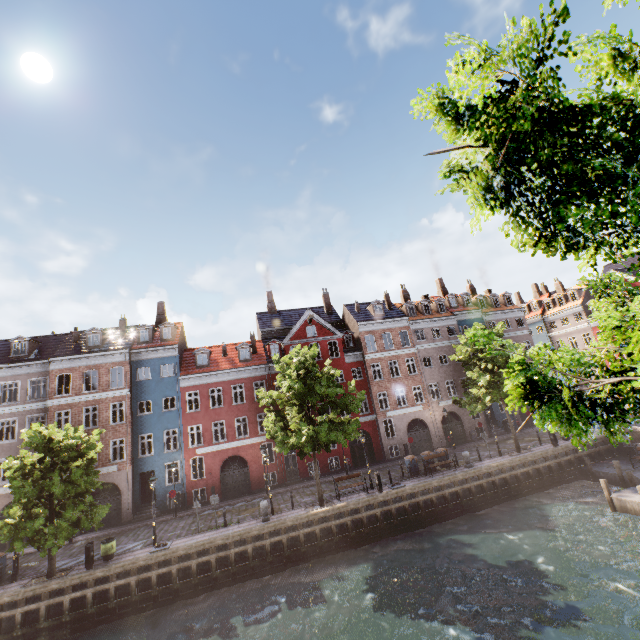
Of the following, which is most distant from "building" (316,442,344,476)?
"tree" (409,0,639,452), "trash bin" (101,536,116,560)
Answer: "trash bin" (101,536,116,560)

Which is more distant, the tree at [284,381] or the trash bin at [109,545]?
the tree at [284,381]

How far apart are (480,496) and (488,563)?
7.1 meters

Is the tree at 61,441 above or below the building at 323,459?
above

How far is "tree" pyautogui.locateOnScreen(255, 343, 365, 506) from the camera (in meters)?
19.22

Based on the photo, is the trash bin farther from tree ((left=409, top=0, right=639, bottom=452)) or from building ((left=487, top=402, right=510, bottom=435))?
building ((left=487, top=402, right=510, bottom=435))

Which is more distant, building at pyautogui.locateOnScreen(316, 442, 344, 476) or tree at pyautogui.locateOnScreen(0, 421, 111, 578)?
building at pyautogui.locateOnScreen(316, 442, 344, 476)
